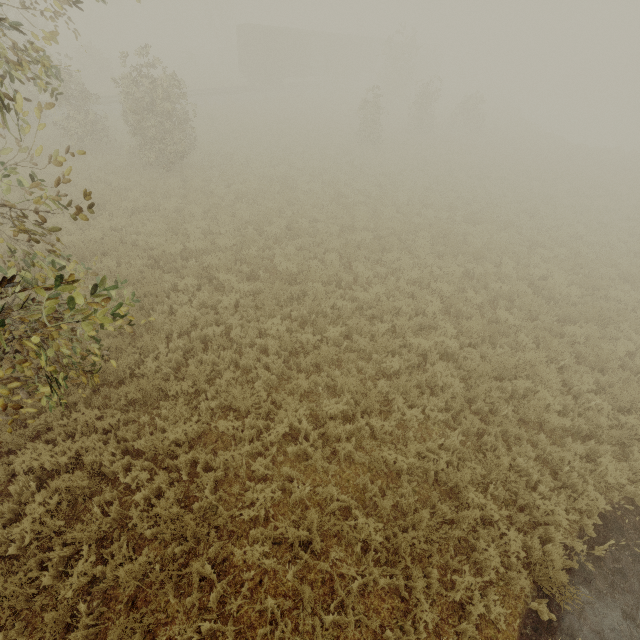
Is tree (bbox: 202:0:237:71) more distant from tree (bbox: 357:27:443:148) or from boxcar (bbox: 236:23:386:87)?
boxcar (bbox: 236:23:386:87)

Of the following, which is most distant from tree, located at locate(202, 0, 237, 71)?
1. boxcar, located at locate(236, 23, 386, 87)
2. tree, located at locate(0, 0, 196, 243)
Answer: boxcar, located at locate(236, 23, 386, 87)

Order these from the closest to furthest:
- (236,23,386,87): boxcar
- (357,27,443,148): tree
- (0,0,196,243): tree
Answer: (0,0,196,243): tree → (357,27,443,148): tree → (236,23,386,87): boxcar

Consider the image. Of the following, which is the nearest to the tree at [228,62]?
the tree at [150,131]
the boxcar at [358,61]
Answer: the tree at [150,131]

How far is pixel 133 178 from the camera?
14.03m

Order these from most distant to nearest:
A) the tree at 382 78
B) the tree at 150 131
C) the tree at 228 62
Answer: the tree at 228 62 → the tree at 382 78 → the tree at 150 131
